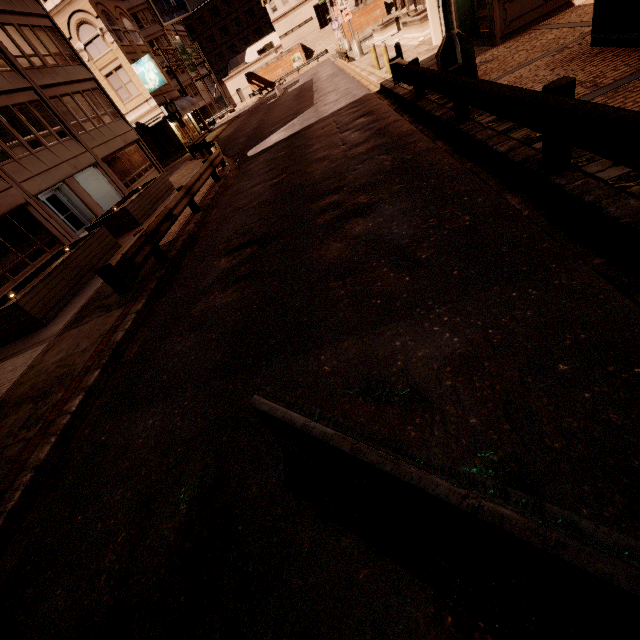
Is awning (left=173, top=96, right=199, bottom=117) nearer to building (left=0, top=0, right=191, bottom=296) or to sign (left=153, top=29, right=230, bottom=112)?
building (left=0, top=0, right=191, bottom=296)

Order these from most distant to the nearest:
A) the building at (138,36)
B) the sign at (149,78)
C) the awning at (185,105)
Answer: the awning at (185,105)
the sign at (149,78)
the building at (138,36)

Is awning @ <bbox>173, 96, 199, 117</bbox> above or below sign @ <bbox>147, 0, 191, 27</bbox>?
below

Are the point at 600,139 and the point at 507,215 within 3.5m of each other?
yes

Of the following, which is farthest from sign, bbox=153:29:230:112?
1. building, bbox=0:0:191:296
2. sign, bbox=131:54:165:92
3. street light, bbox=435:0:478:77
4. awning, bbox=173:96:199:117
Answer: street light, bbox=435:0:478:77

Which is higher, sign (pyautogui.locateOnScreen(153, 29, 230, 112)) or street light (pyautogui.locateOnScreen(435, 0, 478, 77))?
sign (pyautogui.locateOnScreen(153, 29, 230, 112))

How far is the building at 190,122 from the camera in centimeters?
3637cm

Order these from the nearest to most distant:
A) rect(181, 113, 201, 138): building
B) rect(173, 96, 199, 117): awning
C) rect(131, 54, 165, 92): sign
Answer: rect(131, 54, 165, 92): sign < rect(173, 96, 199, 117): awning < rect(181, 113, 201, 138): building
